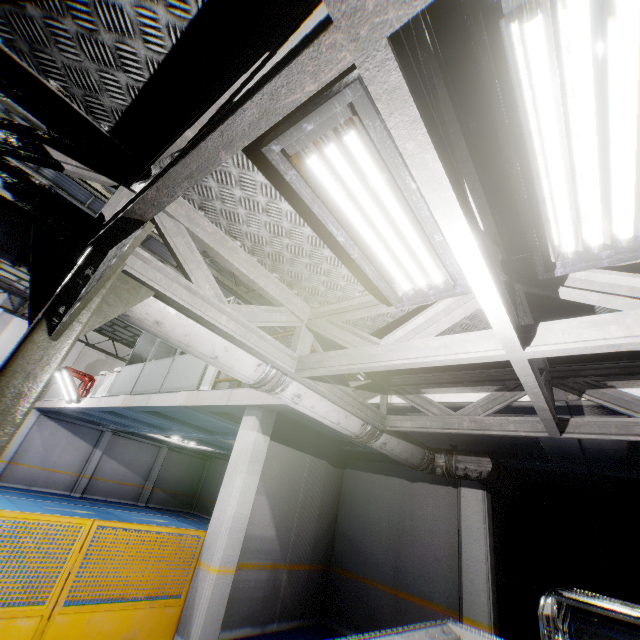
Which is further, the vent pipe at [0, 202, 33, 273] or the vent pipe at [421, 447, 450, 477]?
the vent pipe at [421, 447, 450, 477]

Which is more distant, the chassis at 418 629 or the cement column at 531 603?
the cement column at 531 603

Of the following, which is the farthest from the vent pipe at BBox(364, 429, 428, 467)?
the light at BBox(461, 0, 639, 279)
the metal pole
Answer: the light at BBox(461, 0, 639, 279)

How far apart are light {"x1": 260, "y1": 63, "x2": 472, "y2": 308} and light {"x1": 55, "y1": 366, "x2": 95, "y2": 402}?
15.4 meters

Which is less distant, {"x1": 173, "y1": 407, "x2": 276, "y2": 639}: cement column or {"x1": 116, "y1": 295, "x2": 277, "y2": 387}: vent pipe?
{"x1": 116, "y1": 295, "x2": 277, "y2": 387}: vent pipe

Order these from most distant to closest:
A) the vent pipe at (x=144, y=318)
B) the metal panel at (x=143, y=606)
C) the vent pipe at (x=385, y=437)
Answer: the vent pipe at (x=385, y=437) → the metal panel at (x=143, y=606) → the vent pipe at (x=144, y=318)

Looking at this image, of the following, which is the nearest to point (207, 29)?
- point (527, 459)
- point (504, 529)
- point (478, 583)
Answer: point (527, 459)

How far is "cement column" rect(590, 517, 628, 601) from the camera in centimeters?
1010cm
